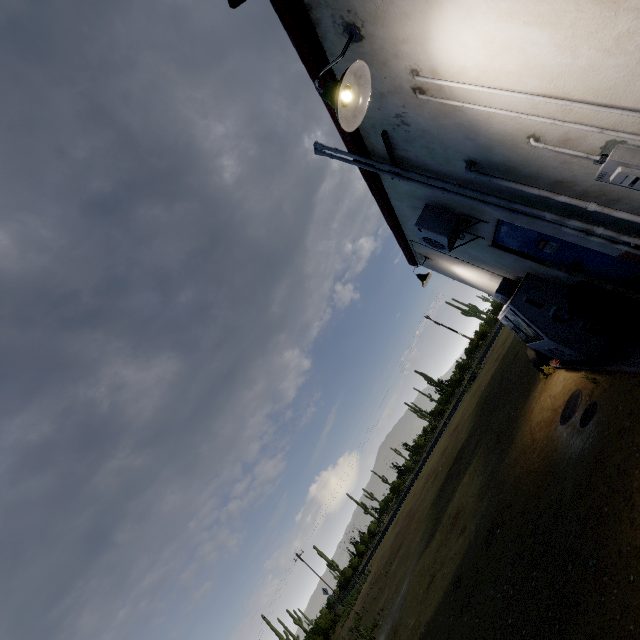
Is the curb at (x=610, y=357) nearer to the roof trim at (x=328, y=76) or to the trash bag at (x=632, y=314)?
the trash bag at (x=632, y=314)

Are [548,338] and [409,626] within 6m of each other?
no

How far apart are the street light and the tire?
7.1 meters

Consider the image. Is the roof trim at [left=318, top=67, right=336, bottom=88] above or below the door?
above

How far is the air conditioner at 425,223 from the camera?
4.7m

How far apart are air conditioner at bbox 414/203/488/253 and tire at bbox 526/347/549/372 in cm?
383

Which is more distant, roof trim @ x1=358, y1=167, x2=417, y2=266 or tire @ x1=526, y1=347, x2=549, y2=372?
tire @ x1=526, y1=347, x2=549, y2=372

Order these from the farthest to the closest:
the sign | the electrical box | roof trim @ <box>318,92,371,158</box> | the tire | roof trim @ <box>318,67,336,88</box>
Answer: the tire, the sign, roof trim @ <box>318,92,371,158</box>, roof trim @ <box>318,67,336,88</box>, the electrical box
